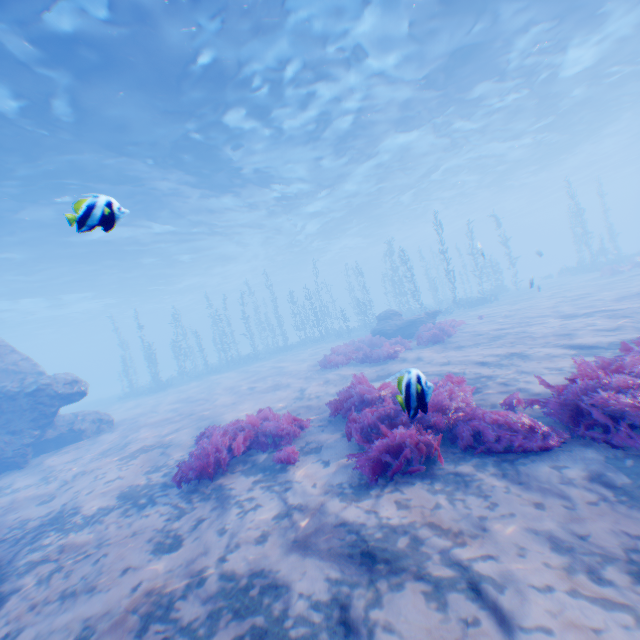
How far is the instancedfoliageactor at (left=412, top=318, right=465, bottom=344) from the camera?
13.8m

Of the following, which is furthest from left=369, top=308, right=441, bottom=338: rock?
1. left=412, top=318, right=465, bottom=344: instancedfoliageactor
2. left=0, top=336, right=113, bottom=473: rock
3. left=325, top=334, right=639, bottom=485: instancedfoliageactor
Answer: left=325, top=334, right=639, bottom=485: instancedfoliageactor

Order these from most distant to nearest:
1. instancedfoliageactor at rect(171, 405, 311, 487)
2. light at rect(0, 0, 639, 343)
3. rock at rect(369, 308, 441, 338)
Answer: rock at rect(369, 308, 441, 338), light at rect(0, 0, 639, 343), instancedfoliageactor at rect(171, 405, 311, 487)

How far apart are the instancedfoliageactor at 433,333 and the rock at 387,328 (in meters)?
2.53

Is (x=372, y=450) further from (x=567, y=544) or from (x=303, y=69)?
(x=303, y=69)

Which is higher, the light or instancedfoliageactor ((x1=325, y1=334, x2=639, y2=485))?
the light

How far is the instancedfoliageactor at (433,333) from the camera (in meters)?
13.84

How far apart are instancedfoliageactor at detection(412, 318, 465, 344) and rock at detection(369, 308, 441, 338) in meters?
2.5 m
